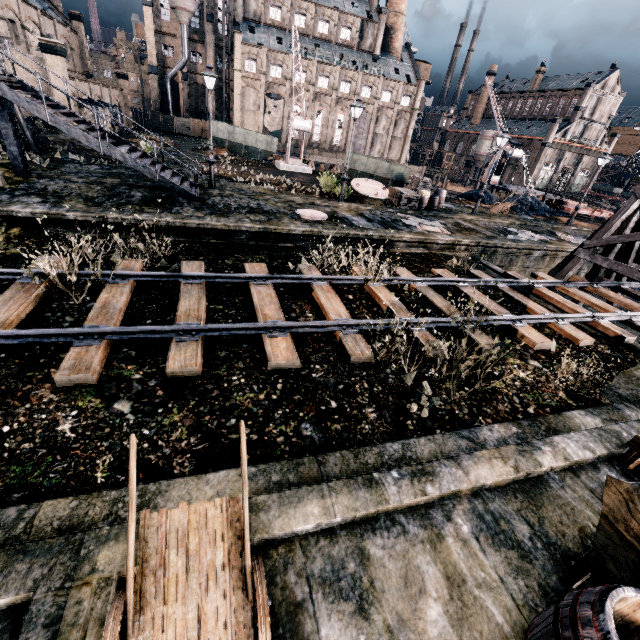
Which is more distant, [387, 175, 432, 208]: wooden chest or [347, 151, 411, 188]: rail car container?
[347, 151, 411, 188]: rail car container

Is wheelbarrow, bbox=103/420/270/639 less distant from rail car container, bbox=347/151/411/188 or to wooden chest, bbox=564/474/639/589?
wooden chest, bbox=564/474/639/589

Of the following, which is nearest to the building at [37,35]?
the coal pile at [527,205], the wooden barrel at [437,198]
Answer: the wooden barrel at [437,198]

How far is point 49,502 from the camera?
4.20m

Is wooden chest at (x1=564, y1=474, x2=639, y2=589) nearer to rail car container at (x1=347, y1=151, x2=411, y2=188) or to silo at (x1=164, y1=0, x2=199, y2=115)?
rail car container at (x1=347, y1=151, x2=411, y2=188)

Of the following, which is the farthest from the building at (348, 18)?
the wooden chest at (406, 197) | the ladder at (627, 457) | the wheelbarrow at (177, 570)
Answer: the wooden chest at (406, 197)

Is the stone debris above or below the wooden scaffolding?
below

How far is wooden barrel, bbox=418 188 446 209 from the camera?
24.1m
